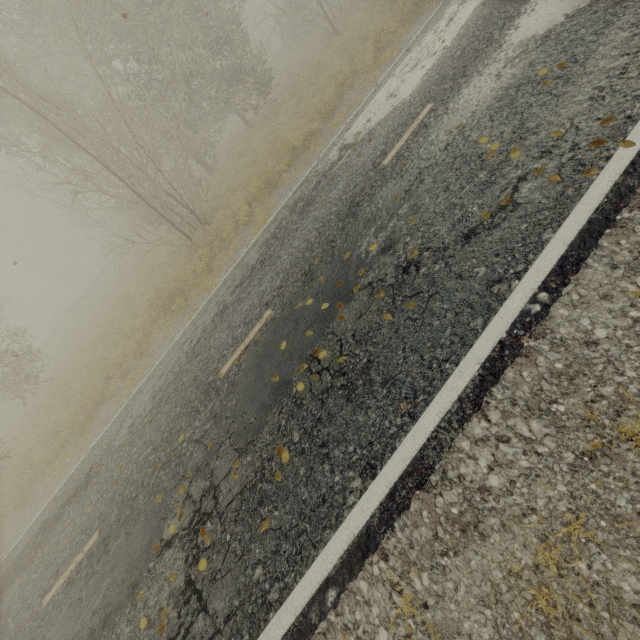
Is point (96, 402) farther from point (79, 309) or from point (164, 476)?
point (79, 309)

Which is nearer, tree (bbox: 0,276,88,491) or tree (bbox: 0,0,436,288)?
tree (bbox: 0,0,436,288)

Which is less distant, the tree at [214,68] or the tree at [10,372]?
the tree at [214,68]
